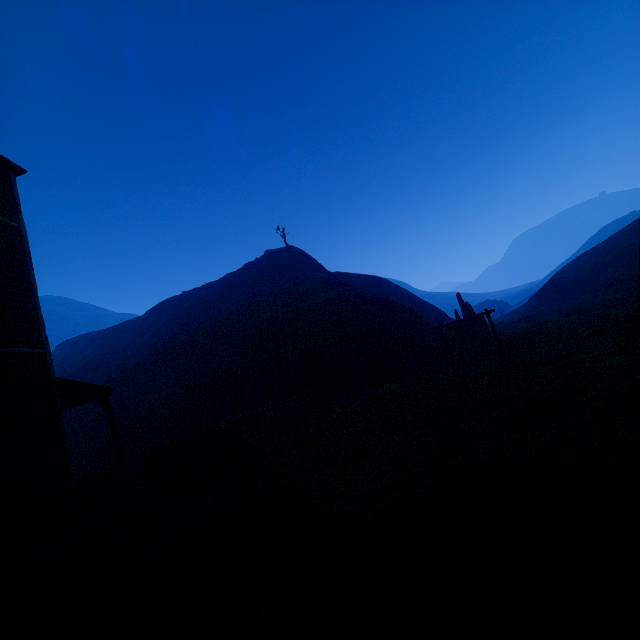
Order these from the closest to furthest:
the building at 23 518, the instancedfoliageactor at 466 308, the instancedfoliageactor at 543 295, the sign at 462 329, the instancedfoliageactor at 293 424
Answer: the building at 23 518, the instancedfoliageactor at 293 424, the sign at 462 329, the instancedfoliageactor at 466 308, the instancedfoliageactor at 543 295

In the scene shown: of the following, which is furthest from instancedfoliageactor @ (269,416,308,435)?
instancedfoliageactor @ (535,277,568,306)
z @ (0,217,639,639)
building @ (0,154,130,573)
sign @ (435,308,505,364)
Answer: instancedfoliageactor @ (535,277,568,306)

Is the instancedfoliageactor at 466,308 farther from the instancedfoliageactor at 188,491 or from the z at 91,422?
the instancedfoliageactor at 188,491

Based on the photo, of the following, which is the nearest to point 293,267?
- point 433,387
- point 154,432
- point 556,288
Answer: point 154,432

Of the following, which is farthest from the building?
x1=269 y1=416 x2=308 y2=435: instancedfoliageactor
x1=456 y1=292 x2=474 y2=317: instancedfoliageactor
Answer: x1=456 y1=292 x2=474 y2=317: instancedfoliageactor

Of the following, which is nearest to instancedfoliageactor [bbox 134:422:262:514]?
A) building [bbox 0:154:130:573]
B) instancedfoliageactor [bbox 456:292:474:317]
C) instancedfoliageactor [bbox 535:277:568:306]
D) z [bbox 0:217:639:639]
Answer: z [bbox 0:217:639:639]

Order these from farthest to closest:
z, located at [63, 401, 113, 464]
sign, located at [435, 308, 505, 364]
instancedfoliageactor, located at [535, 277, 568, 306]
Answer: instancedfoliageactor, located at [535, 277, 568, 306] → z, located at [63, 401, 113, 464] → sign, located at [435, 308, 505, 364]

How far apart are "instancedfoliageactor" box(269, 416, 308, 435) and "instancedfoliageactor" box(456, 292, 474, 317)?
15.56m
